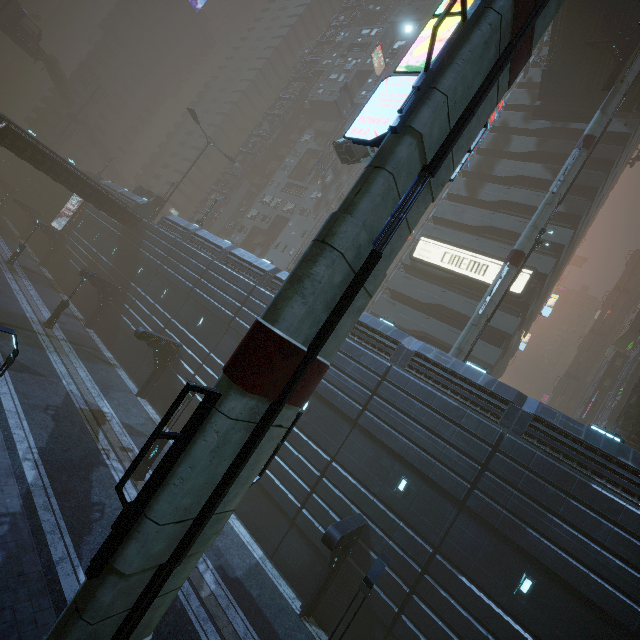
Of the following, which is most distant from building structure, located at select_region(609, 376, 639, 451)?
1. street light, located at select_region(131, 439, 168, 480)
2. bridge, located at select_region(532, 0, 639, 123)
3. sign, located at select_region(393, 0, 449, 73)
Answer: street light, located at select_region(131, 439, 168, 480)

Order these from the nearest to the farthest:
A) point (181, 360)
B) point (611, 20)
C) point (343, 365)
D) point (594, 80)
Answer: point (343, 365) → point (611, 20) → point (181, 360) → point (594, 80)

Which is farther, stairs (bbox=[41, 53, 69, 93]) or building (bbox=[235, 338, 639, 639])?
stairs (bbox=[41, 53, 69, 93])

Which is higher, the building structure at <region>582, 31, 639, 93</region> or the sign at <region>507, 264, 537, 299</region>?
the building structure at <region>582, 31, 639, 93</region>

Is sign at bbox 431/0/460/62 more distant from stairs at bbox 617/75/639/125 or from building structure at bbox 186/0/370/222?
building structure at bbox 186/0/370/222

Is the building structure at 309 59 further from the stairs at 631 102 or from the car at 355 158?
the stairs at 631 102

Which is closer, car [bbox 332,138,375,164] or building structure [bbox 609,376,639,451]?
car [bbox 332,138,375,164]

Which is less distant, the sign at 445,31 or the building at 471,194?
the sign at 445,31
